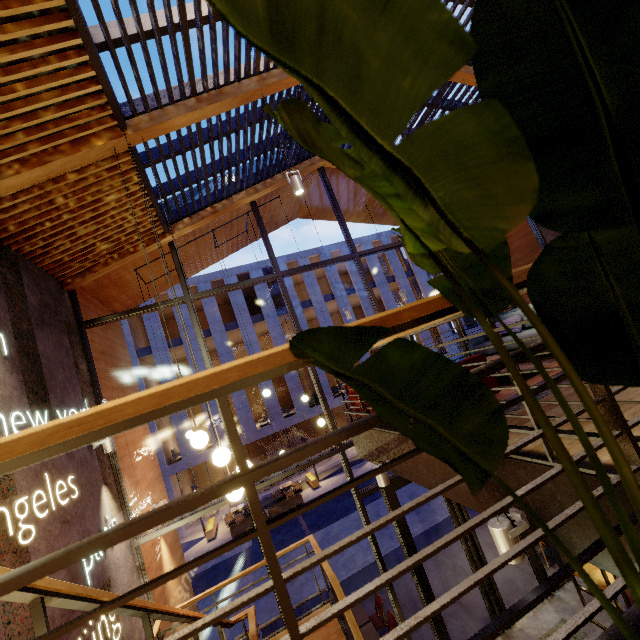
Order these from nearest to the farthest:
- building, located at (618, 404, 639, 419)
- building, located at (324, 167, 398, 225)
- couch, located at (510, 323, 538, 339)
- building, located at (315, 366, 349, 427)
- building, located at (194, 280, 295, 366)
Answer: building, located at (618, 404, 639, 419) → couch, located at (510, 323, 538, 339) → building, located at (324, 167, 398, 225) → building, located at (194, 280, 295, 366) → building, located at (315, 366, 349, 427)

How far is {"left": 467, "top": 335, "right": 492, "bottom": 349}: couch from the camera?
6.1 meters

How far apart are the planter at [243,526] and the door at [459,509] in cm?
1319

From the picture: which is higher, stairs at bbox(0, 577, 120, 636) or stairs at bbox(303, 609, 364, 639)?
stairs at bbox(0, 577, 120, 636)

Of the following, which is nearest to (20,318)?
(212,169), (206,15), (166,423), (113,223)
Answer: (113,223)

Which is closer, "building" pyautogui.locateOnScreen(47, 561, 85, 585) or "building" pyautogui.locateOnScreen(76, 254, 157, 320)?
"building" pyautogui.locateOnScreen(47, 561, 85, 585)

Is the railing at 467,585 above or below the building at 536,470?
above

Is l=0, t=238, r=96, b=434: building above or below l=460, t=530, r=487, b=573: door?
above
